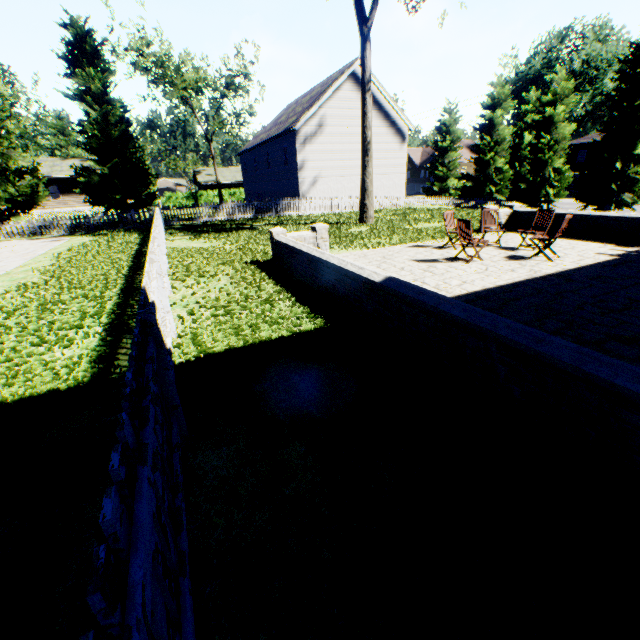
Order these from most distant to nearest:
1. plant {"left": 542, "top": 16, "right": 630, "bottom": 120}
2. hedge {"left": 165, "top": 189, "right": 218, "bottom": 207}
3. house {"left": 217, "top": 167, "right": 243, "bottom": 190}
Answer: plant {"left": 542, "top": 16, "right": 630, "bottom": 120} → house {"left": 217, "top": 167, "right": 243, "bottom": 190} → hedge {"left": 165, "top": 189, "right": 218, "bottom": 207}

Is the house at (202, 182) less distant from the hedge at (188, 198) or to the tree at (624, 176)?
the tree at (624, 176)

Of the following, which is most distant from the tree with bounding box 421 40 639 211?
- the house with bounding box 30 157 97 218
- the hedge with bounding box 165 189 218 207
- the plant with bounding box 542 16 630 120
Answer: the hedge with bounding box 165 189 218 207

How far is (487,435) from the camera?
2.9 meters

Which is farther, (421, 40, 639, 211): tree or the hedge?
the hedge

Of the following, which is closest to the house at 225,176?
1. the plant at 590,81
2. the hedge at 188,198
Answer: the hedge at 188,198

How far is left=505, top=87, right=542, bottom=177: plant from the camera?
46.44m

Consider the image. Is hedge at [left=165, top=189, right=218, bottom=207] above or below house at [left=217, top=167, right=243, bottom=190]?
below
